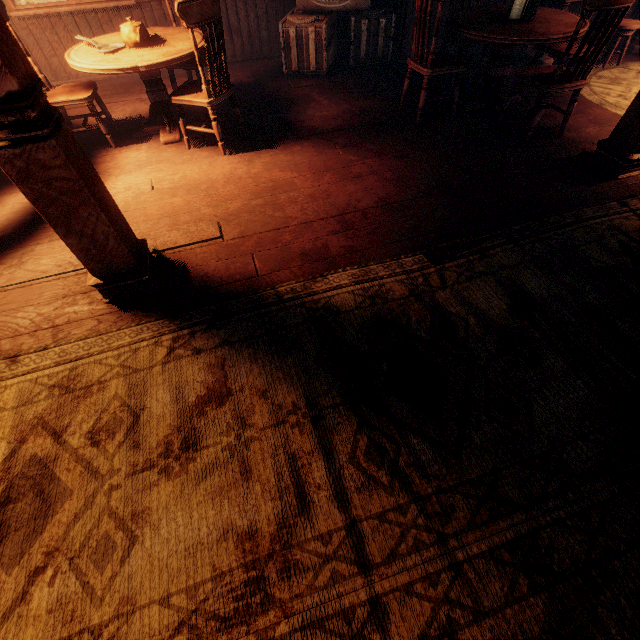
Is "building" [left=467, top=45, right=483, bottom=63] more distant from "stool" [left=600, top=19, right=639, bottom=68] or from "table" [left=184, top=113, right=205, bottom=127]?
"stool" [left=600, top=19, right=639, bottom=68]

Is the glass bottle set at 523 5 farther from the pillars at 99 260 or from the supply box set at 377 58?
the pillars at 99 260

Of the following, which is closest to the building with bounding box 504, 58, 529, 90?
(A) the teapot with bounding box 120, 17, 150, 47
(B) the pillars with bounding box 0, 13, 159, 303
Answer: (B) the pillars with bounding box 0, 13, 159, 303

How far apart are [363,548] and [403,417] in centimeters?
61cm

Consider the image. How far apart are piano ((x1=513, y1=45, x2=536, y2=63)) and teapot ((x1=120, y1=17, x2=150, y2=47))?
5.24m

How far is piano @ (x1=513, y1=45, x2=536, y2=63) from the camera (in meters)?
4.89

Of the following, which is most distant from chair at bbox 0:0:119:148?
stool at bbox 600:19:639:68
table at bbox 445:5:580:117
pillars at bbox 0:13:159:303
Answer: stool at bbox 600:19:639:68

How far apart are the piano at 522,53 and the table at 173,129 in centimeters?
495cm
